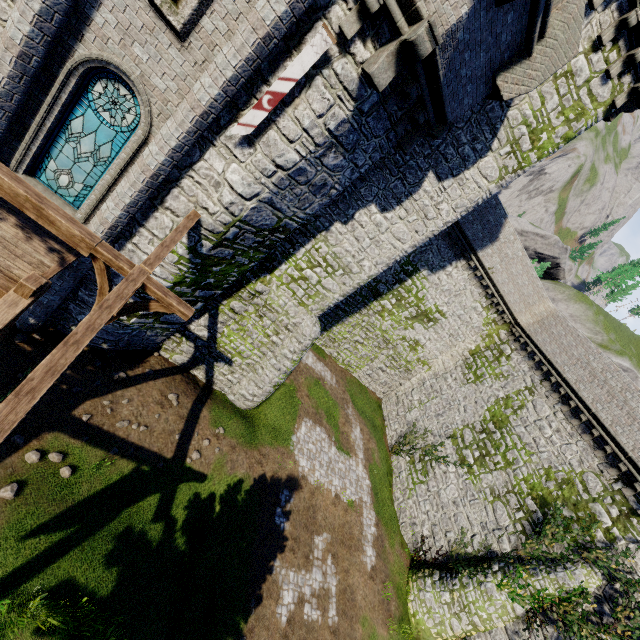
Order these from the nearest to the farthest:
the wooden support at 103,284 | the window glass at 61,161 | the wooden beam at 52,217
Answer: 1. the wooden beam at 52,217
2. the wooden support at 103,284
3. the window glass at 61,161

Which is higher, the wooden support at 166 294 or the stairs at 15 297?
the wooden support at 166 294

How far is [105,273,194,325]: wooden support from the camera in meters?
6.1 m

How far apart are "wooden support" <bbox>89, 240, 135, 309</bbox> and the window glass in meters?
3.1 m

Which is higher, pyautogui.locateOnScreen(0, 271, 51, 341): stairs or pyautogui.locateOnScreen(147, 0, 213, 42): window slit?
pyautogui.locateOnScreen(147, 0, 213, 42): window slit

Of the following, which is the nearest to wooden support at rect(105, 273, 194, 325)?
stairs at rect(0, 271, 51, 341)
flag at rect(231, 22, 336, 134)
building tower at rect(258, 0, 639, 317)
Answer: stairs at rect(0, 271, 51, 341)

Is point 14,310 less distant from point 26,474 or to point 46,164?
point 46,164
